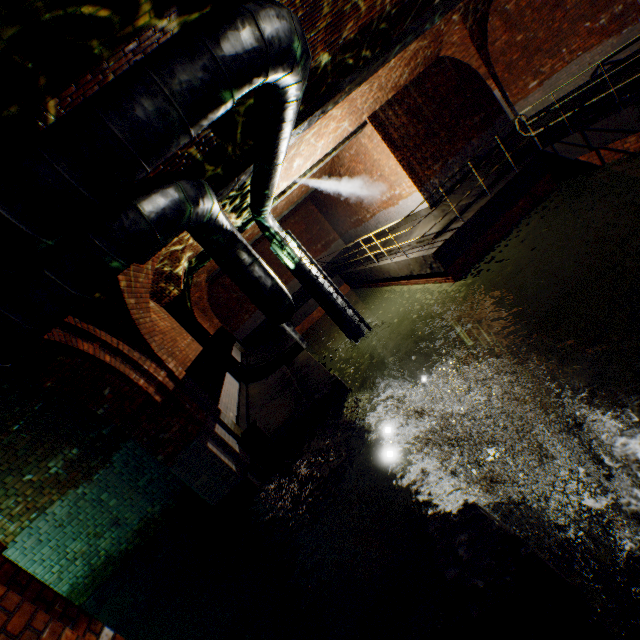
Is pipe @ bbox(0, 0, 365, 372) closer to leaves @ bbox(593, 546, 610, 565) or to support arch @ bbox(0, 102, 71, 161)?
support arch @ bbox(0, 102, 71, 161)

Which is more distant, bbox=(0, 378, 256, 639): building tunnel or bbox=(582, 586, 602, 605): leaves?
bbox=(0, 378, 256, 639): building tunnel

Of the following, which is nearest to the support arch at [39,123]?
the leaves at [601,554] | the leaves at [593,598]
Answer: the leaves at [593,598]

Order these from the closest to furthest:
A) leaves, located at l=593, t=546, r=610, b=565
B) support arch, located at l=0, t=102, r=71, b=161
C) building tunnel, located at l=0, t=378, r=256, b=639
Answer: support arch, located at l=0, t=102, r=71, b=161
leaves, located at l=593, t=546, r=610, b=565
building tunnel, located at l=0, t=378, r=256, b=639

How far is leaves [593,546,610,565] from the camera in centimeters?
289cm

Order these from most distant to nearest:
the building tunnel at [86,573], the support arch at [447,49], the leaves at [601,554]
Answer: the support arch at [447,49]
the building tunnel at [86,573]
the leaves at [601,554]

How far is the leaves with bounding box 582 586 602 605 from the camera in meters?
2.7

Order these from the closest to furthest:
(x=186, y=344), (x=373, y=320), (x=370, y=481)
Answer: (x=370, y=481) < (x=186, y=344) < (x=373, y=320)
